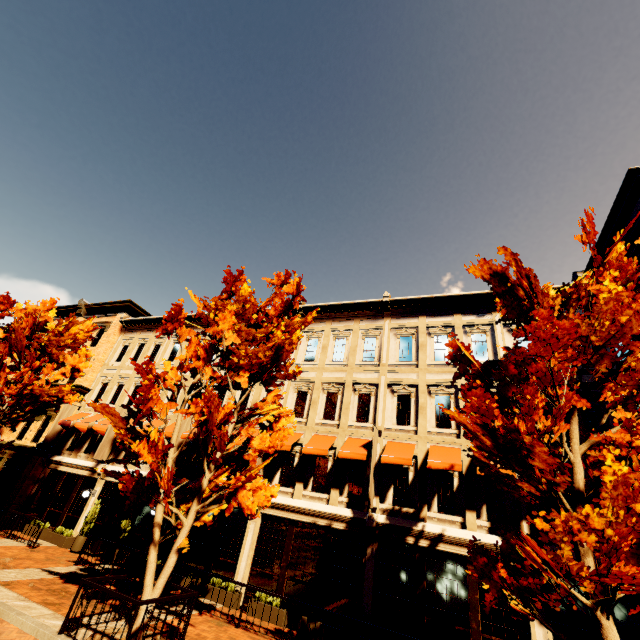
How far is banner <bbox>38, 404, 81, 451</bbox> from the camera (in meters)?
19.42

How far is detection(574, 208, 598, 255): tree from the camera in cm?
587

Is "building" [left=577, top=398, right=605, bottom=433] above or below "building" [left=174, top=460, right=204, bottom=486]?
above

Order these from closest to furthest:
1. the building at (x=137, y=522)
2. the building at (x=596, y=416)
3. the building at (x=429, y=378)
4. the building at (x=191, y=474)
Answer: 1. the building at (x=429, y=378)
2. the building at (x=596, y=416)
3. the building at (x=137, y=522)
4. the building at (x=191, y=474)

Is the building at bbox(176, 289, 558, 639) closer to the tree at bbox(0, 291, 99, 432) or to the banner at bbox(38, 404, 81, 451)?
the banner at bbox(38, 404, 81, 451)

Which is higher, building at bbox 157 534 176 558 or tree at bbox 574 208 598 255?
tree at bbox 574 208 598 255

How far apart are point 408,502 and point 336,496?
2.8 meters

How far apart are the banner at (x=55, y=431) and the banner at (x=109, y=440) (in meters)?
4.91
